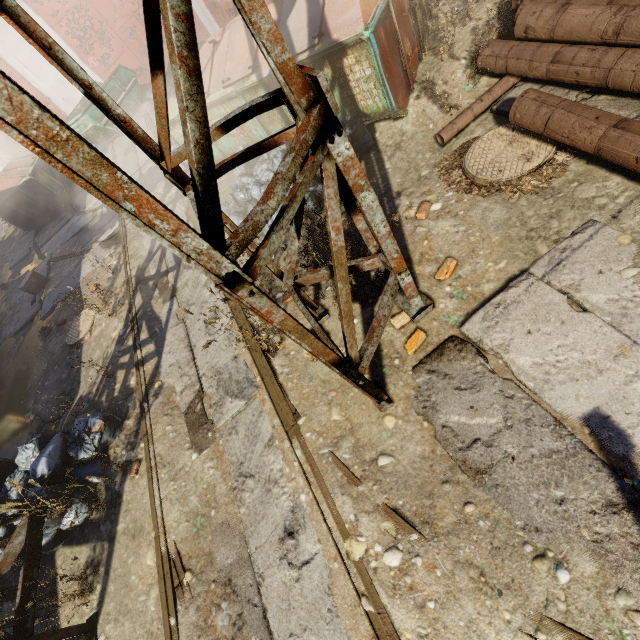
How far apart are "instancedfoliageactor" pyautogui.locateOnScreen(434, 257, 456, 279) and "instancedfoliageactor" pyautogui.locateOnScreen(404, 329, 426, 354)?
0.67m

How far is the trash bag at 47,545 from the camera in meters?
3.8

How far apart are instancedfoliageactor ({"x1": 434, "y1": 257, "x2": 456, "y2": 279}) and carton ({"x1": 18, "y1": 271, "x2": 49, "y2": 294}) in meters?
10.6 m

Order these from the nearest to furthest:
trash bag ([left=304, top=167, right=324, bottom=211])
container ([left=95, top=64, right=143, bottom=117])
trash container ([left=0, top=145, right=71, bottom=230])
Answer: trash bag ([left=304, top=167, right=324, bottom=211]) → trash container ([left=0, top=145, right=71, bottom=230]) → container ([left=95, top=64, right=143, bottom=117])

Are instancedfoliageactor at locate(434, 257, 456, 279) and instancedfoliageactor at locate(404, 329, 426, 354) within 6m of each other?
yes

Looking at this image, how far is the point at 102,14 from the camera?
13.0m

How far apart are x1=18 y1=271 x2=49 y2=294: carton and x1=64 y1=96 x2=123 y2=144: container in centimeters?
646cm

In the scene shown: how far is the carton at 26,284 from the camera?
8.7m
